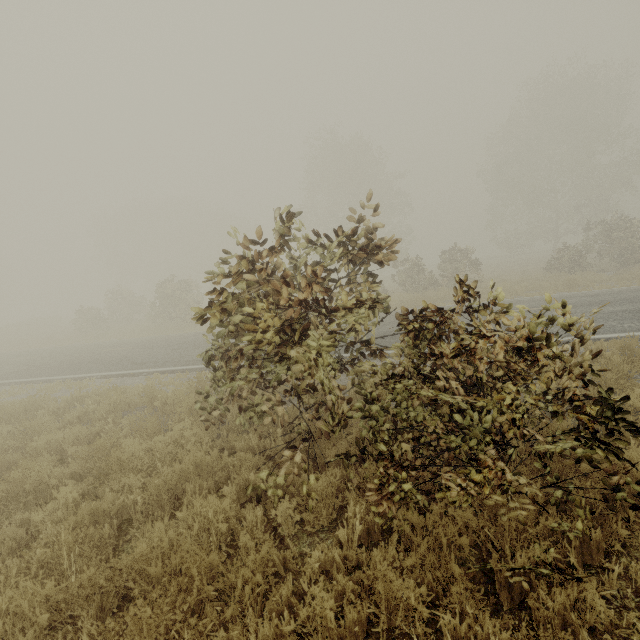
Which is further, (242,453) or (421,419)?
(242,453)
